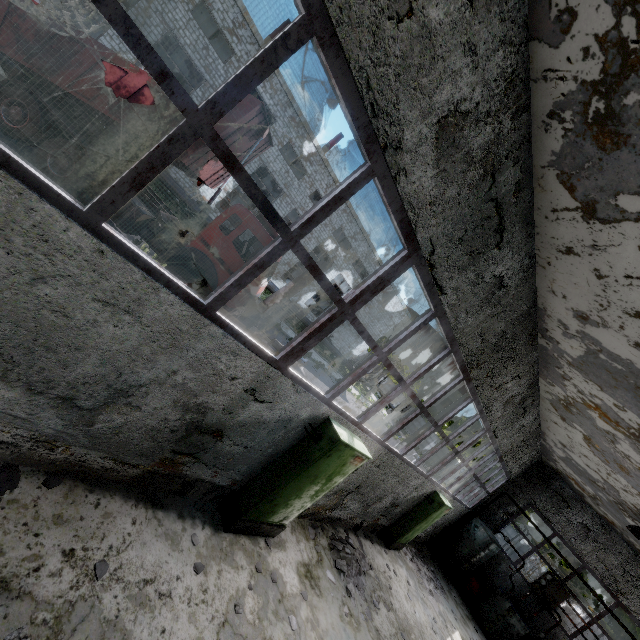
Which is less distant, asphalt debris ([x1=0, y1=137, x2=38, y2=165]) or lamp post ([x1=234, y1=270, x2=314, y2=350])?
asphalt debris ([x1=0, y1=137, x2=38, y2=165])

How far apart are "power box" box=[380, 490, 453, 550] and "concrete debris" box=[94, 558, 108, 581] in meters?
9.8

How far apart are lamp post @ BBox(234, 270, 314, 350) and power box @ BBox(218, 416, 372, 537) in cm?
542

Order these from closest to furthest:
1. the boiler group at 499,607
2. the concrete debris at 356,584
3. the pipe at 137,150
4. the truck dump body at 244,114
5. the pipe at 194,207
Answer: the concrete debris at 356,584 < the truck dump body at 244,114 < the boiler group at 499,607 < the pipe at 137,150 < the pipe at 194,207

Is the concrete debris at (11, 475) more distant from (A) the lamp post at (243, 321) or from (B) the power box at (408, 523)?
(B) the power box at (408, 523)

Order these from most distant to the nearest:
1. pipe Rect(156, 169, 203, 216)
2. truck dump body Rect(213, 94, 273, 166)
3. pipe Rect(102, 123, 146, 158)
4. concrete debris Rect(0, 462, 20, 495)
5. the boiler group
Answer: pipe Rect(156, 169, 203, 216) → pipe Rect(102, 123, 146, 158) → the boiler group → truck dump body Rect(213, 94, 273, 166) → concrete debris Rect(0, 462, 20, 495)

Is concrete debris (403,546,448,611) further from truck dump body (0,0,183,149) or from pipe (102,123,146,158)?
pipe (102,123,146,158)

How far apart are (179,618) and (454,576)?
15.21m
